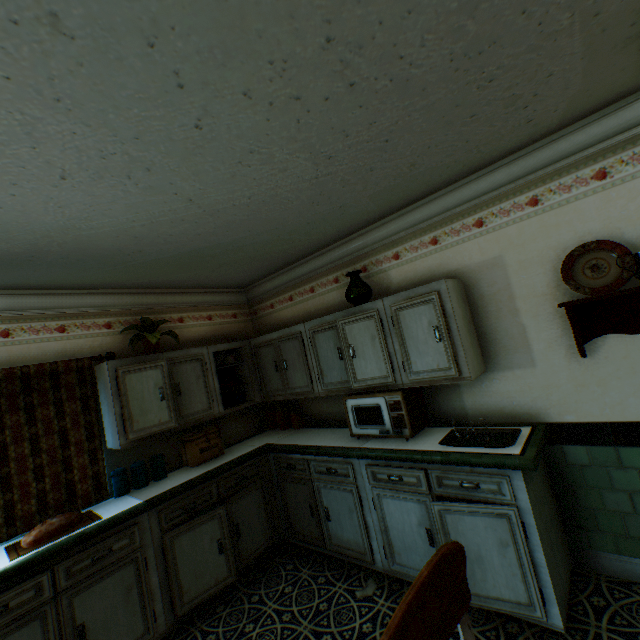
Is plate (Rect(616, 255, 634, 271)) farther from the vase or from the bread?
the bread

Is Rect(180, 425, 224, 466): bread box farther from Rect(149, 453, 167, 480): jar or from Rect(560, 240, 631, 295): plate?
Rect(560, 240, 631, 295): plate

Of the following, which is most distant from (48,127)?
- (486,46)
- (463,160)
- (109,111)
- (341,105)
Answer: (463,160)

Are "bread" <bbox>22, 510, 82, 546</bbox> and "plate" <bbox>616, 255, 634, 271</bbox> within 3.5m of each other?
no

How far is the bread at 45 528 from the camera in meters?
2.4

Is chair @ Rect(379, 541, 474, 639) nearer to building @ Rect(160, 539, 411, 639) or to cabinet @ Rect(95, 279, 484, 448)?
building @ Rect(160, 539, 411, 639)

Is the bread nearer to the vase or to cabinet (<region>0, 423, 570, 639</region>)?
cabinet (<region>0, 423, 570, 639</region>)

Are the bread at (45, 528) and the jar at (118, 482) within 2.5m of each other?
yes
